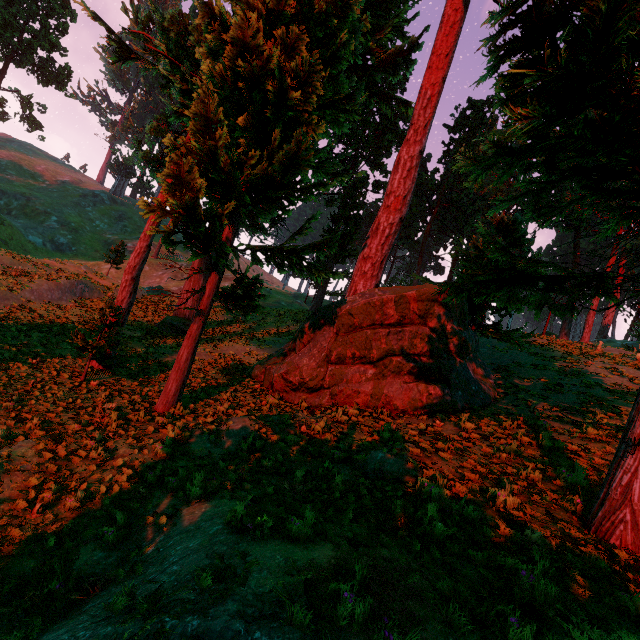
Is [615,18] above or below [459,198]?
below

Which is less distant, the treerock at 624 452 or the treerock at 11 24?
the treerock at 624 452

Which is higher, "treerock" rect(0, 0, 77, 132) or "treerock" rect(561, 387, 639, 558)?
"treerock" rect(0, 0, 77, 132)

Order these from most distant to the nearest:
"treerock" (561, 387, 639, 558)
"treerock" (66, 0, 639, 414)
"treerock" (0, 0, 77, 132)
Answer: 1. "treerock" (0, 0, 77, 132)
2. "treerock" (561, 387, 639, 558)
3. "treerock" (66, 0, 639, 414)

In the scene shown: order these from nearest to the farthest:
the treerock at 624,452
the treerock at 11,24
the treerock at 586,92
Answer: the treerock at 586,92, the treerock at 624,452, the treerock at 11,24

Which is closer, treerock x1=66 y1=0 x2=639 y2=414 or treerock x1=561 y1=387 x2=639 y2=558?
treerock x1=66 y1=0 x2=639 y2=414
